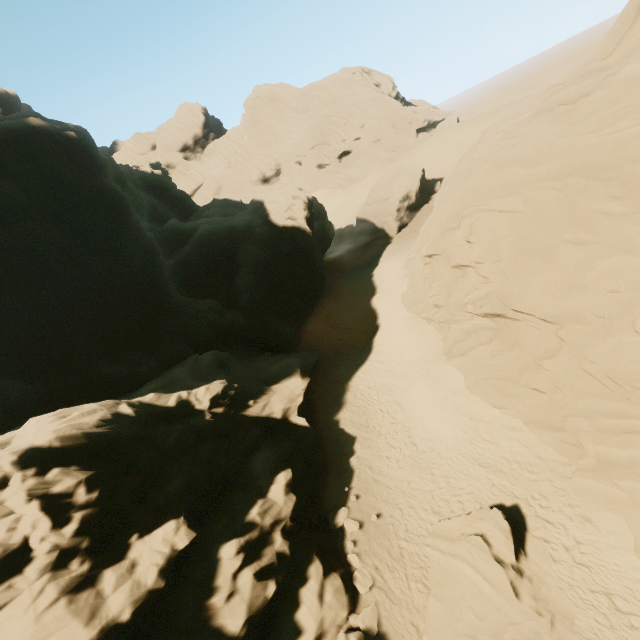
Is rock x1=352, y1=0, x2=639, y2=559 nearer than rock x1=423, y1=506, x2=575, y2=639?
No

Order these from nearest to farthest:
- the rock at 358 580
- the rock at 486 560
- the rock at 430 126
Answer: the rock at 486 560
the rock at 358 580
the rock at 430 126

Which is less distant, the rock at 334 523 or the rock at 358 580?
the rock at 358 580

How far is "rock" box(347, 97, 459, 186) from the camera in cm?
5703

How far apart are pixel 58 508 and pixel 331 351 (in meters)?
19.86
